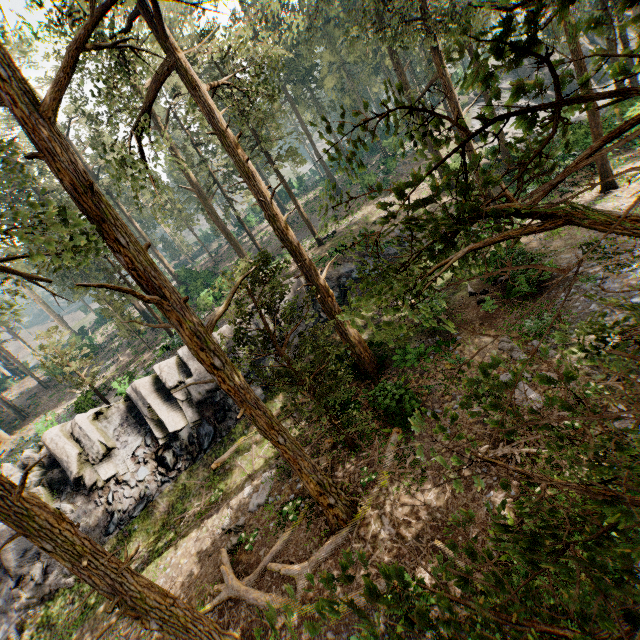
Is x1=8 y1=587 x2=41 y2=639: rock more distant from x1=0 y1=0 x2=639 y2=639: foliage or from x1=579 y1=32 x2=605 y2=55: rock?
x1=579 y1=32 x2=605 y2=55: rock

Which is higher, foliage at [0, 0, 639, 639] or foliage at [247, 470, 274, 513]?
foliage at [0, 0, 639, 639]

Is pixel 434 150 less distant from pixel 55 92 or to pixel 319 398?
pixel 319 398

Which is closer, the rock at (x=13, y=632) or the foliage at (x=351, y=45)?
the foliage at (x=351, y=45)

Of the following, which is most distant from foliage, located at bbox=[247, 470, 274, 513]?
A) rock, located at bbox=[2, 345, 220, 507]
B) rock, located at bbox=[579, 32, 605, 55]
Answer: rock, located at bbox=[579, 32, 605, 55]

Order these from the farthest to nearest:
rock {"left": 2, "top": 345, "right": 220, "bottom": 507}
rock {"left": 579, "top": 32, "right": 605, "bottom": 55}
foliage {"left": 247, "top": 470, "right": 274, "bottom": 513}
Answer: rock {"left": 579, "top": 32, "right": 605, "bottom": 55} → rock {"left": 2, "top": 345, "right": 220, "bottom": 507} → foliage {"left": 247, "top": 470, "right": 274, "bottom": 513}

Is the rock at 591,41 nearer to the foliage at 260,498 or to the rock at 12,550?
the foliage at 260,498
